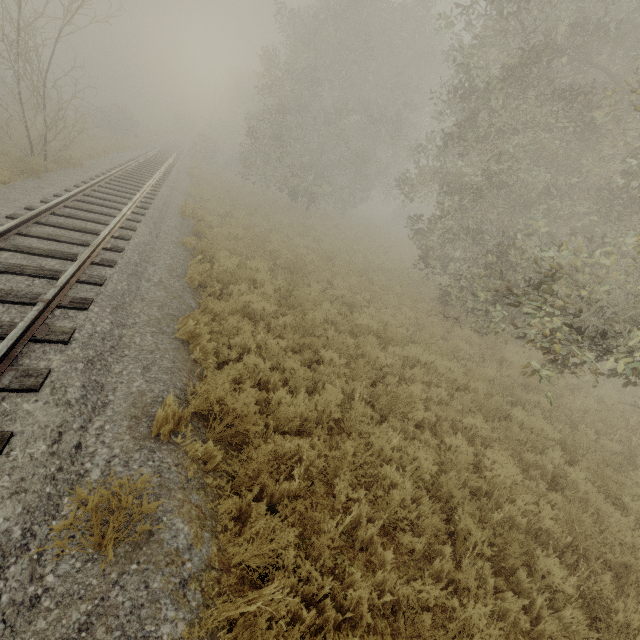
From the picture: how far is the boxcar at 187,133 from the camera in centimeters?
5559cm

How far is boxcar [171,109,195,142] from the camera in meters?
55.6 m

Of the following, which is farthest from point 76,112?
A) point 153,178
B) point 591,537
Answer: point 591,537
